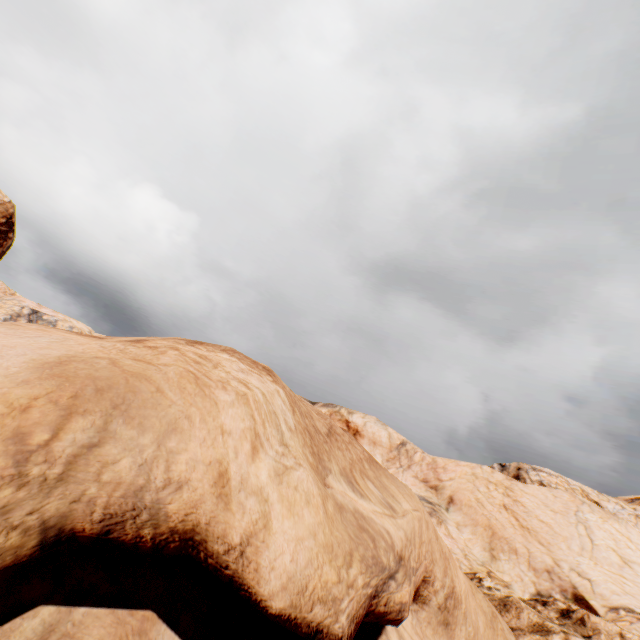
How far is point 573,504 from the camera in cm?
2203

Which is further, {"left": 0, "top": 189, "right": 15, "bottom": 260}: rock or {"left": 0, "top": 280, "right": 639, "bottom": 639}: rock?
{"left": 0, "top": 189, "right": 15, "bottom": 260}: rock

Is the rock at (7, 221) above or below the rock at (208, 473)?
above

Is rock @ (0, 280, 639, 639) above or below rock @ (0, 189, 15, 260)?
below

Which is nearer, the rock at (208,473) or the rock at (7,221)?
the rock at (208,473)
